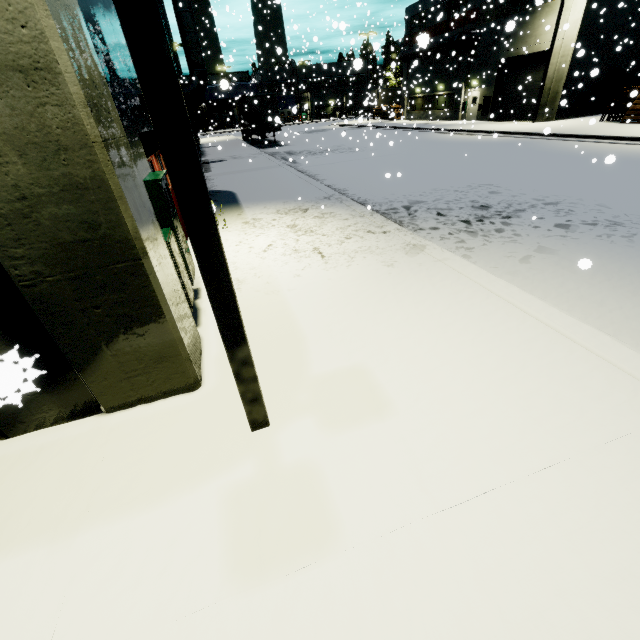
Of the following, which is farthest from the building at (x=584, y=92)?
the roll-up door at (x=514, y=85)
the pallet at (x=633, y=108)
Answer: the pallet at (x=633, y=108)

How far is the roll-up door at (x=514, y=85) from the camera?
24.83m

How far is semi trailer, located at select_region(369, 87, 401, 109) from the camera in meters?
32.0 m

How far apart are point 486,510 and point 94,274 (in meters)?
3.49

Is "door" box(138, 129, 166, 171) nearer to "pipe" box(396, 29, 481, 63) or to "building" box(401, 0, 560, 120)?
"building" box(401, 0, 560, 120)

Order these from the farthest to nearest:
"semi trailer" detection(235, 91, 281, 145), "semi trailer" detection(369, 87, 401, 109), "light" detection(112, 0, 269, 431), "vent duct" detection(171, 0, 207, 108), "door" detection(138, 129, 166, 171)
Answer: "semi trailer" detection(369, 87, 401, 109)
"semi trailer" detection(235, 91, 281, 145)
"vent duct" detection(171, 0, 207, 108)
"door" detection(138, 129, 166, 171)
"light" detection(112, 0, 269, 431)

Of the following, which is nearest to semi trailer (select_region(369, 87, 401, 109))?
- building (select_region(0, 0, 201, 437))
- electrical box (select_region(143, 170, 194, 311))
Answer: building (select_region(0, 0, 201, 437))
